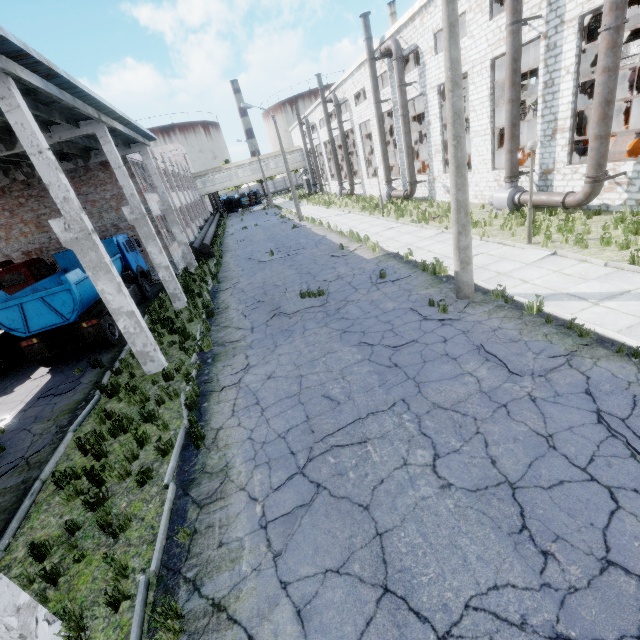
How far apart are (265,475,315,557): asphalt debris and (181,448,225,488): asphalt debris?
0.80m

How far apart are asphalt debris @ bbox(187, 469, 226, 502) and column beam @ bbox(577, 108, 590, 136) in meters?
39.5 m

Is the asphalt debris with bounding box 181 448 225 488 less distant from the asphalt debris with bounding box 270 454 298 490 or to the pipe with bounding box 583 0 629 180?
the asphalt debris with bounding box 270 454 298 490

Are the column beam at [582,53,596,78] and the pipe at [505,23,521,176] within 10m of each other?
no

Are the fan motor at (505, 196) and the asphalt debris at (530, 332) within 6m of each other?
no

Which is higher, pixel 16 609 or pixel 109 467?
pixel 16 609

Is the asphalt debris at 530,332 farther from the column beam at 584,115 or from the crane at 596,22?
the column beam at 584,115
